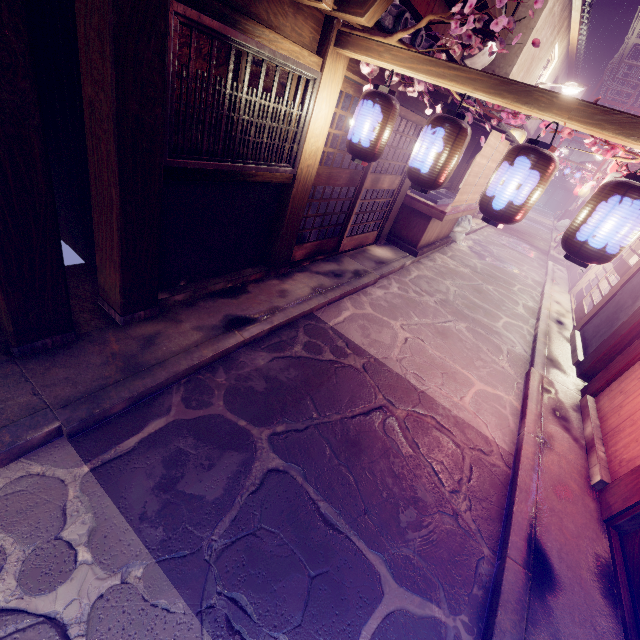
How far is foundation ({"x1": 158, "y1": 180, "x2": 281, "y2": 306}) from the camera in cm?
628

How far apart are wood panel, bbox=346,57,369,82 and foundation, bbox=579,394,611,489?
10.34m

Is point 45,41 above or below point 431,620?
above

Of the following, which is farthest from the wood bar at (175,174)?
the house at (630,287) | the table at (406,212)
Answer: the house at (630,287)

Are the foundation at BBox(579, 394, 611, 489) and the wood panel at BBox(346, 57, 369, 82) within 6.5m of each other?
no

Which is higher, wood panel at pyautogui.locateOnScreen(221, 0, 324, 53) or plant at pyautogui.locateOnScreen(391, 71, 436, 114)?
plant at pyautogui.locateOnScreen(391, 71, 436, 114)

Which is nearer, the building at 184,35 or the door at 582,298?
the building at 184,35

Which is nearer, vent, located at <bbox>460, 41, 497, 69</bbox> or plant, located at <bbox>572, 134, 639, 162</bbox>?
plant, located at <bbox>572, 134, 639, 162</bbox>
